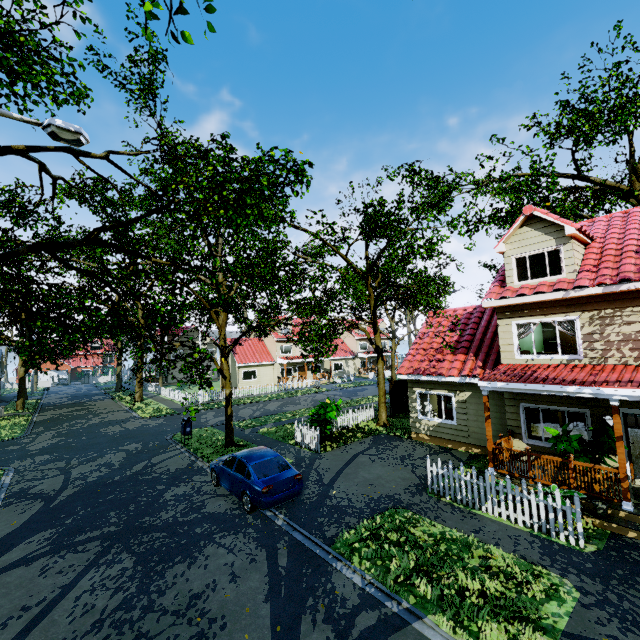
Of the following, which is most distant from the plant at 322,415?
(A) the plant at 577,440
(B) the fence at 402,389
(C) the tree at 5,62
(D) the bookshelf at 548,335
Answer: (D) the bookshelf at 548,335

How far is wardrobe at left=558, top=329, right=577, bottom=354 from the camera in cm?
1409

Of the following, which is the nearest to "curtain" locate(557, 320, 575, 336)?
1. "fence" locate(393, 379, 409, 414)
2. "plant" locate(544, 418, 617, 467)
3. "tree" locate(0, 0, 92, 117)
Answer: "plant" locate(544, 418, 617, 467)

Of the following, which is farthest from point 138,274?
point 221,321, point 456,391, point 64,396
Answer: point 64,396

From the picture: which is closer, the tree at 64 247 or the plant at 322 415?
the tree at 64 247

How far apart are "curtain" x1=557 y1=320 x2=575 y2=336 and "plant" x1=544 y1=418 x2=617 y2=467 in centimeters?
225cm

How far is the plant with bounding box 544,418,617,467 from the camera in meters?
8.9

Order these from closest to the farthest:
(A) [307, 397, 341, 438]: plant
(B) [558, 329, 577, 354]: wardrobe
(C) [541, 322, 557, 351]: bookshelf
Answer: (B) [558, 329, 577, 354]: wardrobe < (C) [541, 322, 557, 351]: bookshelf < (A) [307, 397, 341, 438]: plant
